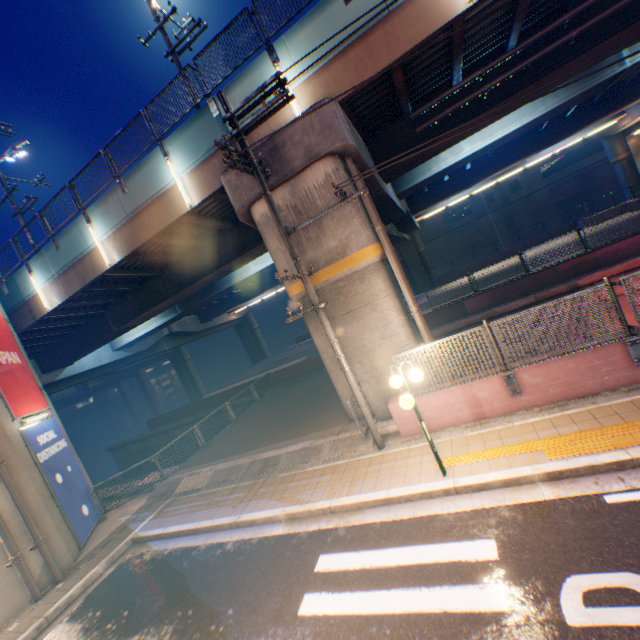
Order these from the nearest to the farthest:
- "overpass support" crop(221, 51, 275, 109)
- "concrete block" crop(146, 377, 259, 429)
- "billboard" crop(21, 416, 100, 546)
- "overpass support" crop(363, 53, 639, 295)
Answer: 1. "overpass support" crop(221, 51, 275, 109)
2. "billboard" crop(21, 416, 100, 546)
3. "overpass support" crop(363, 53, 639, 295)
4. "concrete block" crop(146, 377, 259, 429)

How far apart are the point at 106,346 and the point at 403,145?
27.8m

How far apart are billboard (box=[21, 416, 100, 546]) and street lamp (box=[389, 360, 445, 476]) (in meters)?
11.50

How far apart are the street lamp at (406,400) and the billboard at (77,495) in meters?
11.5 m

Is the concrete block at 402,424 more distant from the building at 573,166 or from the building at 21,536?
the building at 573,166

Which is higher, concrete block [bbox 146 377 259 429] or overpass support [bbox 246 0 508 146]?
overpass support [bbox 246 0 508 146]

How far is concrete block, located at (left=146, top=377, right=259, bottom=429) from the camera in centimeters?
2377cm
